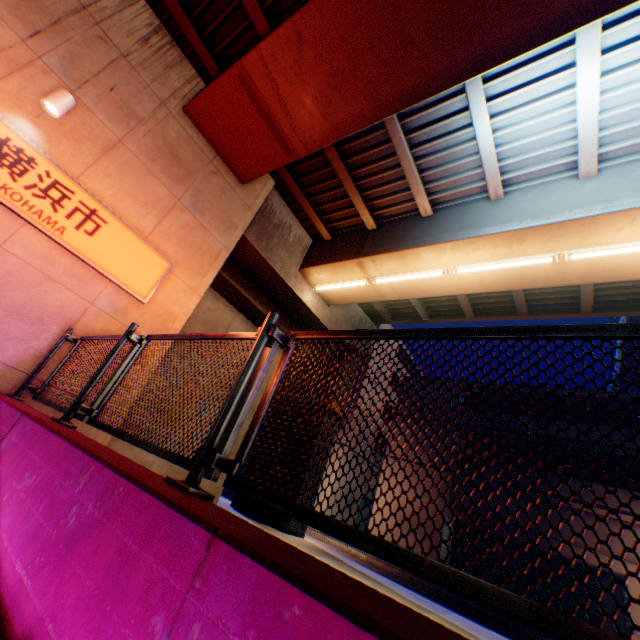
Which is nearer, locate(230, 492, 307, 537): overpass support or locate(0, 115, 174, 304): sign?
locate(0, 115, 174, 304): sign

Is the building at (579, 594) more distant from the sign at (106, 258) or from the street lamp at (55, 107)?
the street lamp at (55, 107)

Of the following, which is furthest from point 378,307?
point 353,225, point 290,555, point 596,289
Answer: point 290,555

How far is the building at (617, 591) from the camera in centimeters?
1432cm

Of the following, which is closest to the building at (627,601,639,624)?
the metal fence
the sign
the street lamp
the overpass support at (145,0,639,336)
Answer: the overpass support at (145,0,639,336)

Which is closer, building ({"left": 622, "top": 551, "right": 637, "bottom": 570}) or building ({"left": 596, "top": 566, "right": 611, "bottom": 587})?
building ({"left": 622, "top": 551, "right": 637, "bottom": 570})

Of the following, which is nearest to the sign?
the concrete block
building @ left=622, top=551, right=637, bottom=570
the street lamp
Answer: the street lamp

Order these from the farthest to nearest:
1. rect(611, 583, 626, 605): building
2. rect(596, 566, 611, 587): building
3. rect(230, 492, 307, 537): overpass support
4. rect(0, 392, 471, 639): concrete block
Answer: rect(596, 566, 611, 587): building → rect(611, 583, 626, 605): building → rect(230, 492, 307, 537): overpass support → rect(0, 392, 471, 639): concrete block
